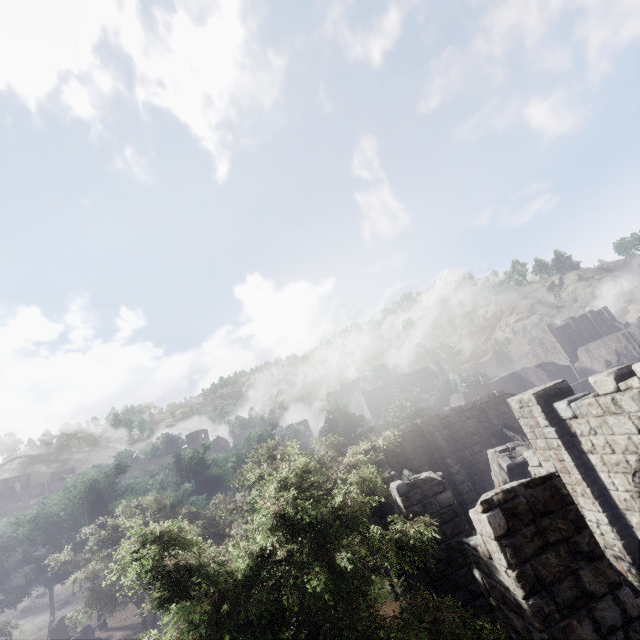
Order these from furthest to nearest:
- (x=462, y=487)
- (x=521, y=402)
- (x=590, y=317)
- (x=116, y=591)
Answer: (x=590, y=317)
(x=116, y=591)
(x=462, y=487)
(x=521, y=402)
